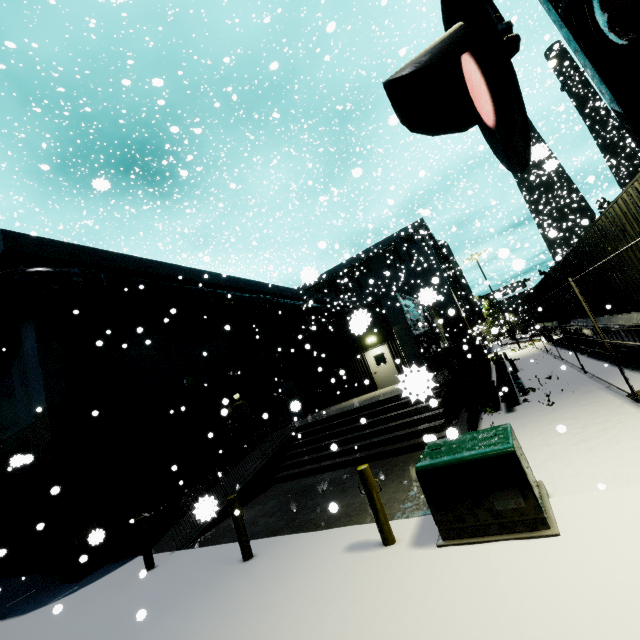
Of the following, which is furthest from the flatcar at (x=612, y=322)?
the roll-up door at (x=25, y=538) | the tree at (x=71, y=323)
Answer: the tree at (x=71, y=323)

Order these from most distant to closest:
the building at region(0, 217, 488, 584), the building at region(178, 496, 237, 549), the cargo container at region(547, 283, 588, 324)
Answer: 1. the cargo container at region(547, 283, 588, 324)
2. the building at region(0, 217, 488, 584)
3. the building at region(178, 496, 237, 549)

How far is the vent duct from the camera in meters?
36.5 m

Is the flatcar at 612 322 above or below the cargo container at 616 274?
below

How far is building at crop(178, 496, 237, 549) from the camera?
7.85m

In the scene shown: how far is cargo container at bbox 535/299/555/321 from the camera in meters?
18.9 m

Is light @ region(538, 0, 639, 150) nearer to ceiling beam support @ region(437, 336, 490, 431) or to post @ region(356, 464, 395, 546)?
post @ region(356, 464, 395, 546)

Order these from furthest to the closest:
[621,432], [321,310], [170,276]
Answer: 1. [321,310]
2. [170,276]
3. [621,432]
